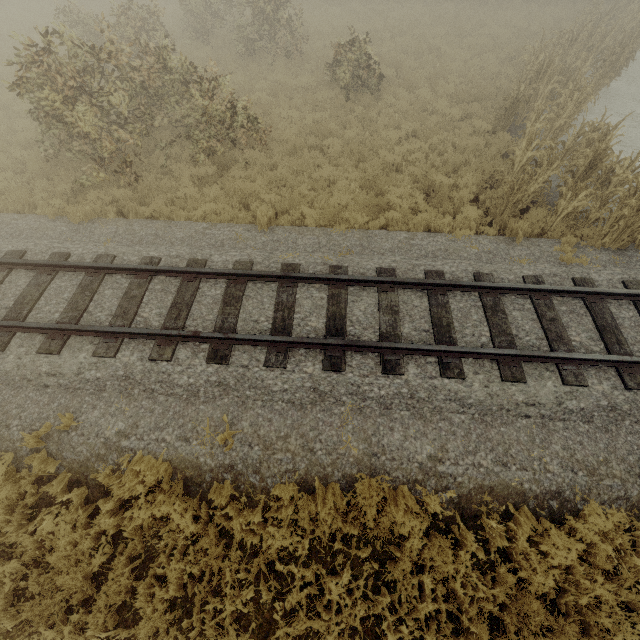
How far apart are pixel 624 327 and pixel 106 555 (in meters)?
9.56

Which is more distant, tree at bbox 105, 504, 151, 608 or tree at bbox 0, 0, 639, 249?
tree at bbox 0, 0, 639, 249

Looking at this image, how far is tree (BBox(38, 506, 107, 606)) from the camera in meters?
4.2

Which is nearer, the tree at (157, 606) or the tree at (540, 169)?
the tree at (157, 606)

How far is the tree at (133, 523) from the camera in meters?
4.3

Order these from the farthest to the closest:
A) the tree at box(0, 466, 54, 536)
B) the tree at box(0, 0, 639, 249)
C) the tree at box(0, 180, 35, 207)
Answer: the tree at box(0, 180, 35, 207)
the tree at box(0, 0, 639, 249)
the tree at box(0, 466, 54, 536)
